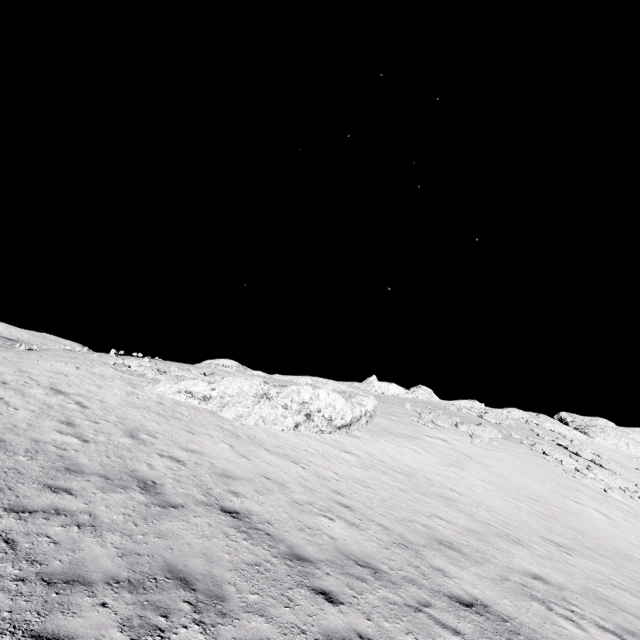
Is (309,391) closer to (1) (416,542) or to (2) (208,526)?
(1) (416,542)
